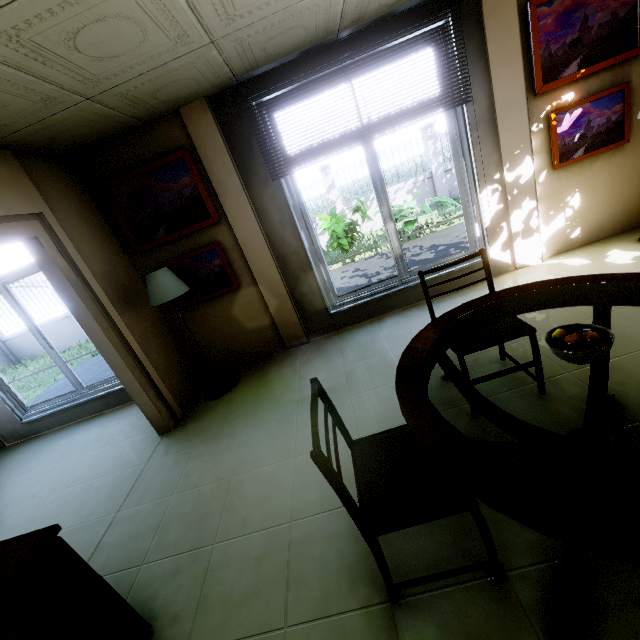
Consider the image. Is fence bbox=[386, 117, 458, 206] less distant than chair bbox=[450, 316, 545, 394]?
No

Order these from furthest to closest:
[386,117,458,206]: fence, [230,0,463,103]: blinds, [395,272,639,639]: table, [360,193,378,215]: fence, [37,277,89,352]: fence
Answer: [37,277,89,352]: fence, [360,193,378,215]: fence, [386,117,458,206]: fence, [230,0,463,103]: blinds, [395,272,639,639]: table

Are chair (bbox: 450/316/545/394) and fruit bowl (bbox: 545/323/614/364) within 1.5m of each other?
yes

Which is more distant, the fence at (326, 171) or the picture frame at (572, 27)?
the fence at (326, 171)

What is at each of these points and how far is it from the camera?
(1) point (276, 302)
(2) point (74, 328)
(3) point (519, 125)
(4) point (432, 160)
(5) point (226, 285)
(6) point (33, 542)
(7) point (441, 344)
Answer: (1) wall pillar, 3.87m
(2) fence, 11.65m
(3) wall pillar, 3.25m
(4) fence, 9.88m
(5) picture frame, 3.77m
(6) dresser, 1.33m
(7) table, 1.71m

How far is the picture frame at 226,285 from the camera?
3.63m

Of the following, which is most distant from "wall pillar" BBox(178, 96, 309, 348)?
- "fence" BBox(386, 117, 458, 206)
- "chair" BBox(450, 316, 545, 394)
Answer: "fence" BBox(386, 117, 458, 206)

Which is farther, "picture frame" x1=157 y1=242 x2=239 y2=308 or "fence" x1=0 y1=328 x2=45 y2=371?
"fence" x1=0 y1=328 x2=45 y2=371
